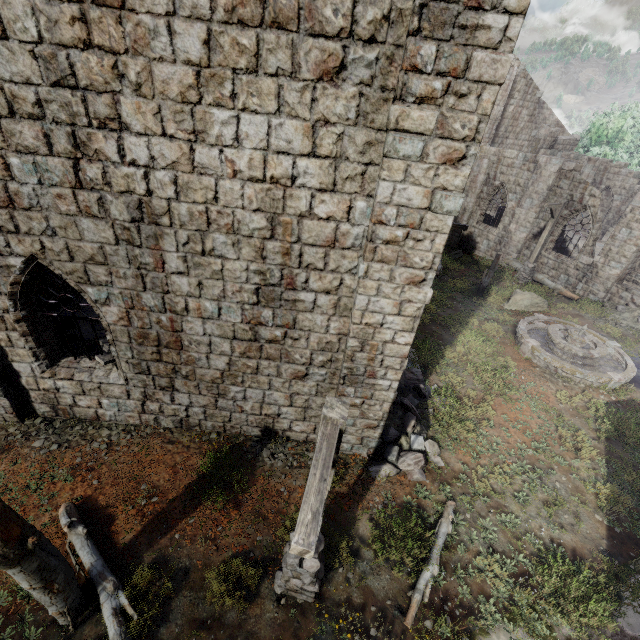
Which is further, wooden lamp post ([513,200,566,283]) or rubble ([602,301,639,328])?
wooden lamp post ([513,200,566,283])

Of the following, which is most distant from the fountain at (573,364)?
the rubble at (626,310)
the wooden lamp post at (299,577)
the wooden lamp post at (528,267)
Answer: the wooden lamp post at (299,577)

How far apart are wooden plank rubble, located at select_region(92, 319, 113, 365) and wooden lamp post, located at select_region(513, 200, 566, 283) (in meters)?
17.98

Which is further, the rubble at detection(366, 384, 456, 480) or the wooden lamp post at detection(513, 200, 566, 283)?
the wooden lamp post at detection(513, 200, 566, 283)

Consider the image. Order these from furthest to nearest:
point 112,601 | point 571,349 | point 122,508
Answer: point 571,349
point 122,508
point 112,601

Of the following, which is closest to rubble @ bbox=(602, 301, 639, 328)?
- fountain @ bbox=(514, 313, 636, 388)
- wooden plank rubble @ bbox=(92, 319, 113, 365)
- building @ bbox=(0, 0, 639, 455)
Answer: building @ bbox=(0, 0, 639, 455)

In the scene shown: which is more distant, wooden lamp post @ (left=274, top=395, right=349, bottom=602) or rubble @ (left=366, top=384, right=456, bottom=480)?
Result: rubble @ (left=366, top=384, right=456, bottom=480)

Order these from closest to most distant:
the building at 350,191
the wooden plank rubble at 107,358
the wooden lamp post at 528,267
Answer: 1. the building at 350,191
2. the wooden plank rubble at 107,358
3. the wooden lamp post at 528,267
